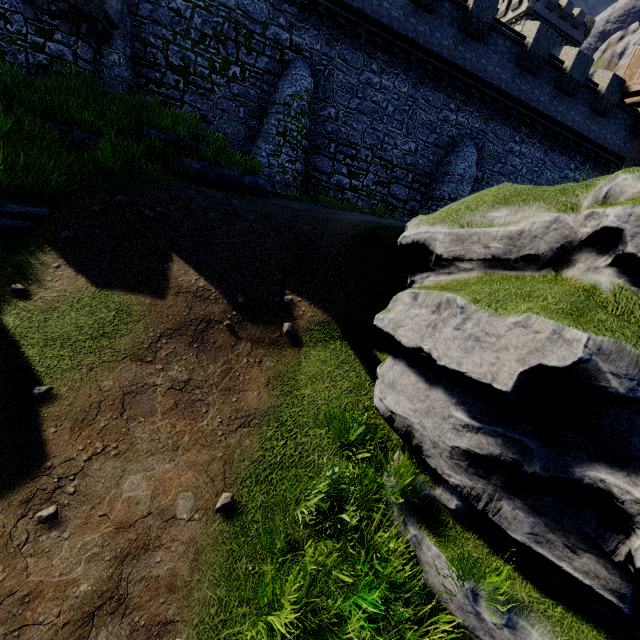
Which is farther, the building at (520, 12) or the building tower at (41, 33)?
the building at (520, 12)

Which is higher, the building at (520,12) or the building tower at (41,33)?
the building at (520,12)

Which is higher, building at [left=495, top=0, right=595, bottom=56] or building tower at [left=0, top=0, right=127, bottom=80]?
building at [left=495, top=0, right=595, bottom=56]

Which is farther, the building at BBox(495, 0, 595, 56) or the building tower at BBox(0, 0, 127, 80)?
the building at BBox(495, 0, 595, 56)

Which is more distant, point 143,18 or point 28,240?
point 143,18
